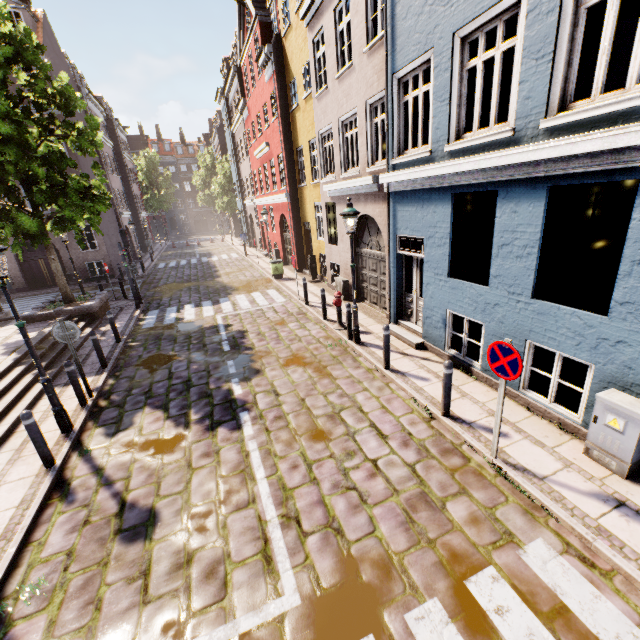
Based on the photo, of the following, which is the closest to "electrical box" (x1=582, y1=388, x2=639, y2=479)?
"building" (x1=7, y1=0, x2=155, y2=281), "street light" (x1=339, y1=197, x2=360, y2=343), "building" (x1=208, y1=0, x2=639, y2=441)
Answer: "building" (x1=208, y1=0, x2=639, y2=441)

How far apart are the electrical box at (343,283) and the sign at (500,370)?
8.69m

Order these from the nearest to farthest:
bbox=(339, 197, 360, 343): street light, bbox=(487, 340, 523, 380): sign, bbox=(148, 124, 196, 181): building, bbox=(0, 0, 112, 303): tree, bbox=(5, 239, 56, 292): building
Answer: bbox=(487, 340, 523, 380): sign → bbox=(339, 197, 360, 343): street light → bbox=(0, 0, 112, 303): tree → bbox=(5, 239, 56, 292): building → bbox=(148, 124, 196, 181): building

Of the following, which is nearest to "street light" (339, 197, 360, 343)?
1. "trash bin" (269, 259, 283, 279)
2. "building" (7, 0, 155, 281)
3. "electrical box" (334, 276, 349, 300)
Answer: "electrical box" (334, 276, 349, 300)

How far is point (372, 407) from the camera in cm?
651

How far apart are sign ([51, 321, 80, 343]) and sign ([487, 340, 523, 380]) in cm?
817

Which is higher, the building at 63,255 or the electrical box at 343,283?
the building at 63,255

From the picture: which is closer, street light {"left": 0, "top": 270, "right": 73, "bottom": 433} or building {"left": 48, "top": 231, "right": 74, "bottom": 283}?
street light {"left": 0, "top": 270, "right": 73, "bottom": 433}
